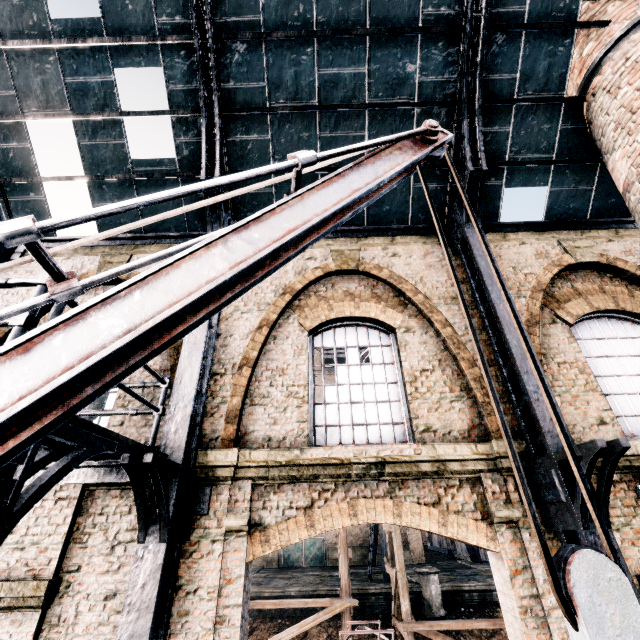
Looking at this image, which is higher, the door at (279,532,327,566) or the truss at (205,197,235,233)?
the truss at (205,197,235,233)

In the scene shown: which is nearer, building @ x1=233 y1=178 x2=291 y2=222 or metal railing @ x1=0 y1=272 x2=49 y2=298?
metal railing @ x1=0 y1=272 x2=49 y2=298

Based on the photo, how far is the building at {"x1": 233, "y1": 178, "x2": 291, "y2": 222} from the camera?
8.3 meters

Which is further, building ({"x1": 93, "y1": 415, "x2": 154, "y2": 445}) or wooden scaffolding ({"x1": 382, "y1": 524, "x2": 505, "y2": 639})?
wooden scaffolding ({"x1": 382, "y1": 524, "x2": 505, "y2": 639})

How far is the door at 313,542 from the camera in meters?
28.6

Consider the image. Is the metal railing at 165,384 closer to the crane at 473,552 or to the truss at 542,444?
the truss at 542,444

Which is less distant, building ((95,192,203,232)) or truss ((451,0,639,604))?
truss ((451,0,639,604))

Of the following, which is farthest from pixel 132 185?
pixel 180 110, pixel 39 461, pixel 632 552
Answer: pixel 632 552
